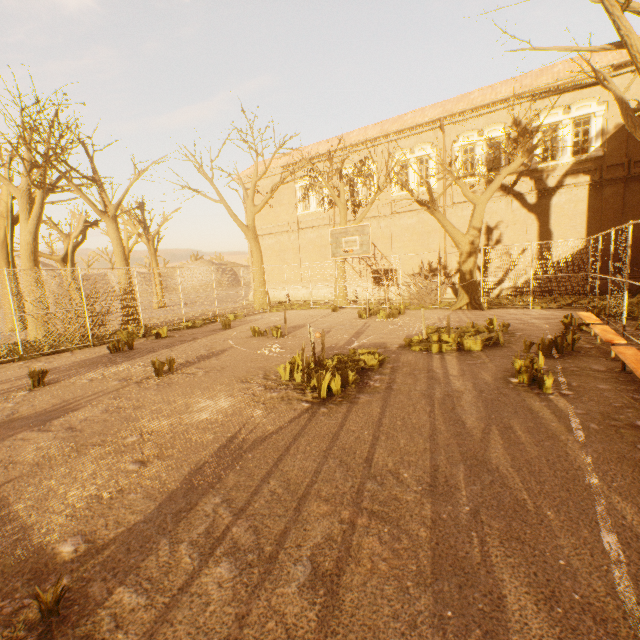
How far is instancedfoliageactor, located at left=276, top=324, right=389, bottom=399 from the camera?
5.70m

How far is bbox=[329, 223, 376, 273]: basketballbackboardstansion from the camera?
12.04m

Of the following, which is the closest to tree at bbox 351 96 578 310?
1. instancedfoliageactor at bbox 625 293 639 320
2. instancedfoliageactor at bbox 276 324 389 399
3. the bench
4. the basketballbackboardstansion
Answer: instancedfoliageactor at bbox 625 293 639 320

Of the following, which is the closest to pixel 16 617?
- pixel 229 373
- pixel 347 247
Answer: pixel 229 373

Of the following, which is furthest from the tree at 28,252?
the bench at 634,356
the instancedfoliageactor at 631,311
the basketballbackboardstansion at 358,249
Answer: the bench at 634,356

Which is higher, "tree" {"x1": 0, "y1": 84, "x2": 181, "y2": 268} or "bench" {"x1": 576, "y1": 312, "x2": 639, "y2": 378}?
"tree" {"x1": 0, "y1": 84, "x2": 181, "y2": 268}

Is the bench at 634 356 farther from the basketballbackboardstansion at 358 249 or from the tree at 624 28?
the basketballbackboardstansion at 358 249

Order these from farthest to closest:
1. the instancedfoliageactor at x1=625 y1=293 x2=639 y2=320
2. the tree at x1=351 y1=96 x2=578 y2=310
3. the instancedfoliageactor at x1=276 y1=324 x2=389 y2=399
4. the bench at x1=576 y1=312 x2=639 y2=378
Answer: the tree at x1=351 y1=96 x2=578 y2=310 < the instancedfoliageactor at x1=625 y1=293 x2=639 y2=320 < the instancedfoliageactor at x1=276 y1=324 x2=389 y2=399 < the bench at x1=576 y1=312 x2=639 y2=378
